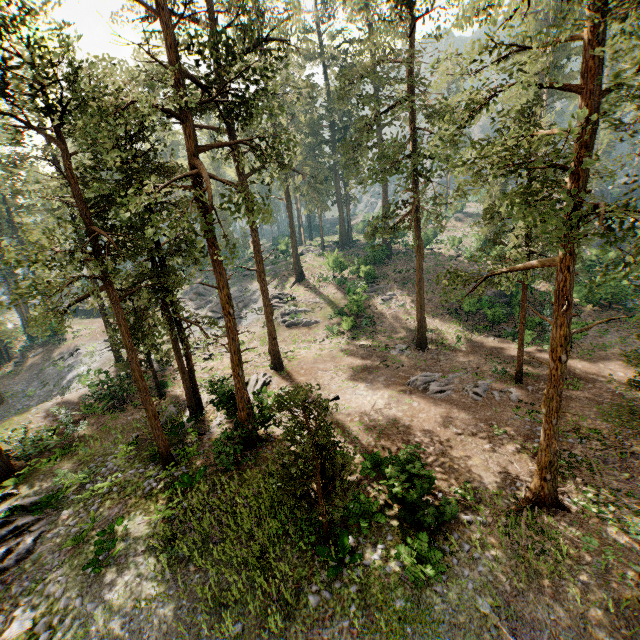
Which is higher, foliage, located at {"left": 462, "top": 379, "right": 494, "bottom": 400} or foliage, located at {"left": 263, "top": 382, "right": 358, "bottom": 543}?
foliage, located at {"left": 263, "top": 382, "right": 358, "bottom": 543}

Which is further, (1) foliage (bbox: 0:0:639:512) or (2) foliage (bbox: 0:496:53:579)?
(2) foliage (bbox: 0:496:53:579)

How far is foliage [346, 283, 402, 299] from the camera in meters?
32.1

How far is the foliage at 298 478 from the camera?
9.3m

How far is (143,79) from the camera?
18.23m

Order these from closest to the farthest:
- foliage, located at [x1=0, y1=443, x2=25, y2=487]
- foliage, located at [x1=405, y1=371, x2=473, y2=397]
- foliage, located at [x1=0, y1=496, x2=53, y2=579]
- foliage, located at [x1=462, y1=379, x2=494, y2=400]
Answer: foliage, located at [x1=0, y1=496, x2=53, y2=579]
foliage, located at [x1=0, y1=443, x2=25, y2=487]
foliage, located at [x1=462, y1=379, x2=494, y2=400]
foliage, located at [x1=405, y1=371, x2=473, y2=397]
